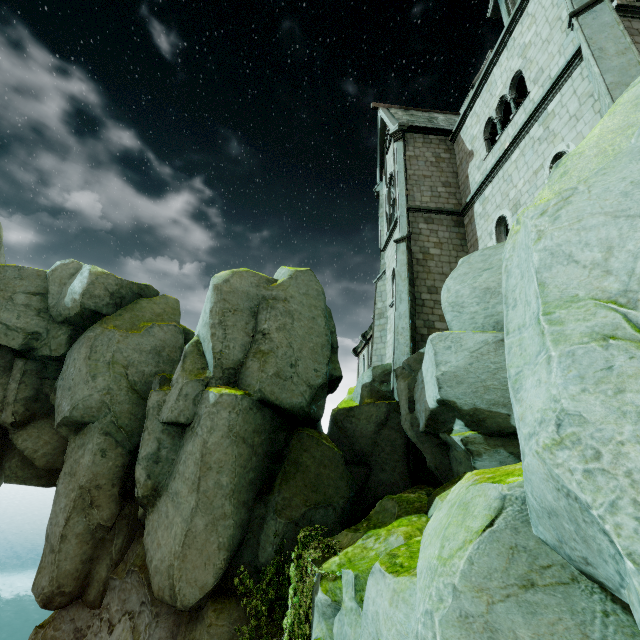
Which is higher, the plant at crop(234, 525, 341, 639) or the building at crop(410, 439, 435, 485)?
the building at crop(410, 439, 435, 485)

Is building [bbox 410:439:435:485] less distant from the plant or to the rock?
the rock

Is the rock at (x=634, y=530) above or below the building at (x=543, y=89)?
below

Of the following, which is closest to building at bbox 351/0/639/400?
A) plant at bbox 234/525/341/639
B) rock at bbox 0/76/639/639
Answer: rock at bbox 0/76/639/639

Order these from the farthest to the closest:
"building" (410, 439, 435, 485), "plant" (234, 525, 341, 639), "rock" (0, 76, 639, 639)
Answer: "building" (410, 439, 435, 485)
"plant" (234, 525, 341, 639)
"rock" (0, 76, 639, 639)

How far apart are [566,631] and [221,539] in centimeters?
717cm

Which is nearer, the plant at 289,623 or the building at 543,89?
the plant at 289,623

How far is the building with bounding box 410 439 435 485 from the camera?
11.1 meters
